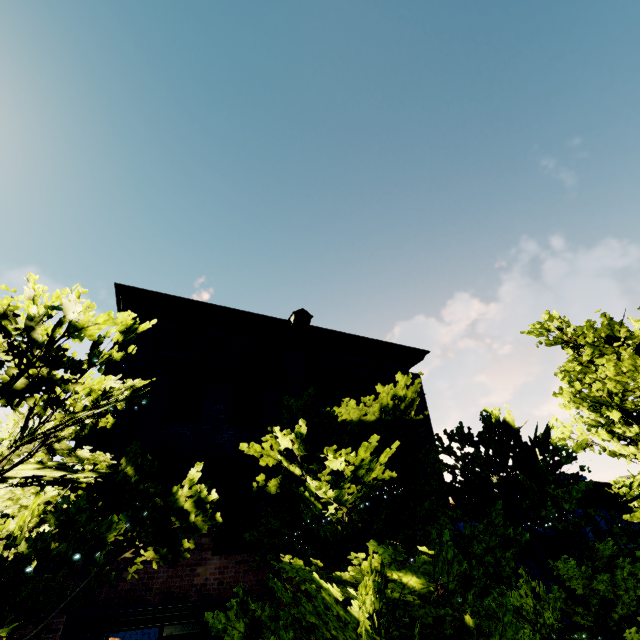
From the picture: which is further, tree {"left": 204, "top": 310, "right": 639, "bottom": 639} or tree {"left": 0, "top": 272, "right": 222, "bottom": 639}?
tree {"left": 204, "top": 310, "right": 639, "bottom": 639}

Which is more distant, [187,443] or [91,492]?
[187,443]

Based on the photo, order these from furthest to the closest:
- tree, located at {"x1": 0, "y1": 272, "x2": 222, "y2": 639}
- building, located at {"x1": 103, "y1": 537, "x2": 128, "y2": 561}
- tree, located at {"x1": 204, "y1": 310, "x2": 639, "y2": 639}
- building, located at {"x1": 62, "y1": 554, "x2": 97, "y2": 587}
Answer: building, located at {"x1": 103, "y1": 537, "x2": 128, "y2": 561} → building, located at {"x1": 62, "y1": 554, "x2": 97, "y2": 587} → tree, located at {"x1": 204, "y1": 310, "x2": 639, "y2": 639} → tree, located at {"x1": 0, "y1": 272, "x2": 222, "y2": 639}

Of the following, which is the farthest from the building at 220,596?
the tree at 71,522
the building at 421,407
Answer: the building at 421,407

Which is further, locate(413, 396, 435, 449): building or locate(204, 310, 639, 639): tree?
locate(413, 396, 435, 449): building

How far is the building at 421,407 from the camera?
11.5m

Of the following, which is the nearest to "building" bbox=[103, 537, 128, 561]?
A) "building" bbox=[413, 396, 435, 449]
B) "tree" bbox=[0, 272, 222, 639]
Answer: "tree" bbox=[0, 272, 222, 639]
